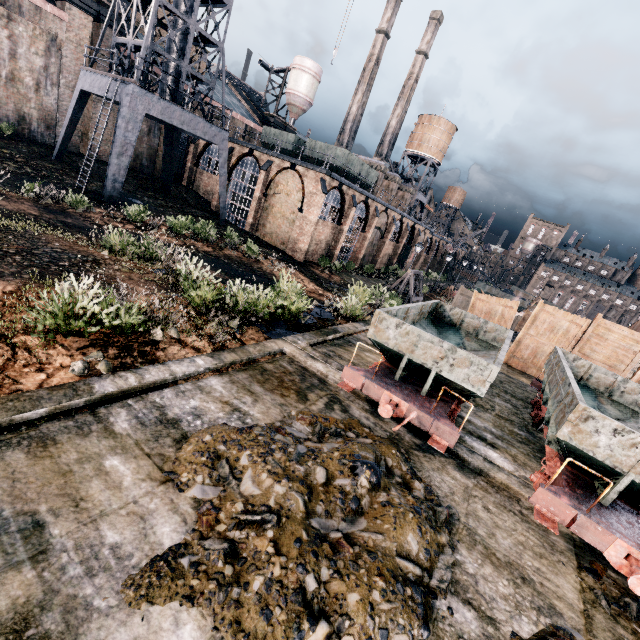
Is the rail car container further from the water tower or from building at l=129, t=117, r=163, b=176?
the water tower

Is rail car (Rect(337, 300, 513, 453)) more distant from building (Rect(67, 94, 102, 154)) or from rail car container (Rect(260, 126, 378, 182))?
rail car container (Rect(260, 126, 378, 182))

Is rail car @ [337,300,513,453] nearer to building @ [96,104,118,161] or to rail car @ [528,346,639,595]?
rail car @ [528,346,639,595]

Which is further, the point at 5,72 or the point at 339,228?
the point at 339,228

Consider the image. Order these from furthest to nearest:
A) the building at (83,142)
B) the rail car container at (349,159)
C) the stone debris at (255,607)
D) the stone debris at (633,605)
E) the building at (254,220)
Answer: the rail car container at (349,159) < the building at (254,220) < the building at (83,142) < the stone debris at (633,605) < the stone debris at (255,607)

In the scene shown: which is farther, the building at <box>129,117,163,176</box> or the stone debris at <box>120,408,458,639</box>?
the building at <box>129,117,163,176</box>

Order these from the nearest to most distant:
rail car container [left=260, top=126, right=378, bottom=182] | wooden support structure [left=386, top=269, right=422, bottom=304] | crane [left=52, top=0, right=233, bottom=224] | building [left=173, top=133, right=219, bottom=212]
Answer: crane [left=52, top=0, right=233, bottom=224] < wooden support structure [left=386, top=269, right=422, bottom=304] < rail car container [left=260, top=126, right=378, bottom=182] < building [left=173, top=133, right=219, bottom=212]

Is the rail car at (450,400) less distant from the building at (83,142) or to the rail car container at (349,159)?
the building at (83,142)
